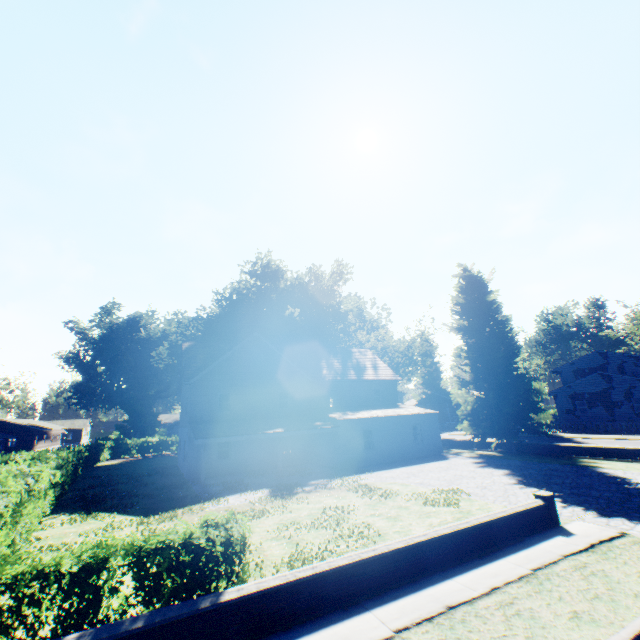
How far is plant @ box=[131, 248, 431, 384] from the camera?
40.7m

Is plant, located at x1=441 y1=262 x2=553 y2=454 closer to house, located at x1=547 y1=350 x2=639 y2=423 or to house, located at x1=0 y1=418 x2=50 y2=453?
house, located at x1=547 y1=350 x2=639 y2=423

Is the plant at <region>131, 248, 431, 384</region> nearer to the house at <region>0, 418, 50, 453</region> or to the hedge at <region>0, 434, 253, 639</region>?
the hedge at <region>0, 434, 253, 639</region>

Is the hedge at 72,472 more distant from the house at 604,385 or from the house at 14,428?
the house at 604,385

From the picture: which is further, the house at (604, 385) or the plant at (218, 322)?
the plant at (218, 322)

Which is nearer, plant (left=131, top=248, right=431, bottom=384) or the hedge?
the hedge

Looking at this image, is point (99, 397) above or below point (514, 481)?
above
